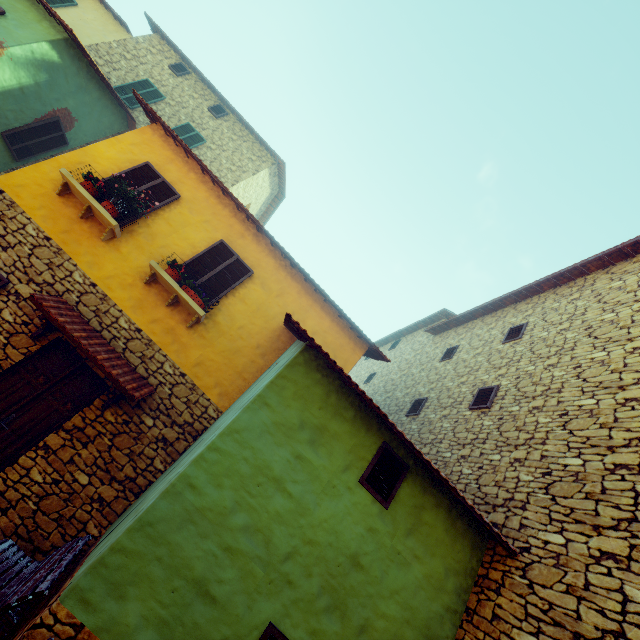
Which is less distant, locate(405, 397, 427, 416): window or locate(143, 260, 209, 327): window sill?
locate(143, 260, 209, 327): window sill

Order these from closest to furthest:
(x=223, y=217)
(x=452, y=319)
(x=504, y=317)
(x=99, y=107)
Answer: (x=223, y=217)
(x=504, y=317)
(x=99, y=107)
(x=452, y=319)

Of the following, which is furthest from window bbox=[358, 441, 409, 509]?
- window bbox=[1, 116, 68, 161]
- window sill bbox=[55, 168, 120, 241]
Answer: window bbox=[1, 116, 68, 161]

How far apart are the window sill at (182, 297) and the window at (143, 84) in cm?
1025

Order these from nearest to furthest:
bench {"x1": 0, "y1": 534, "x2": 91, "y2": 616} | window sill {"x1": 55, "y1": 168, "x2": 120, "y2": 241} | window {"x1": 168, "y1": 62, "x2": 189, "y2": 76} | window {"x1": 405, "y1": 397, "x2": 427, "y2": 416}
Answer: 1. bench {"x1": 0, "y1": 534, "x2": 91, "y2": 616}
2. window sill {"x1": 55, "y1": 168, "x2": 120, "y2": 241}
3. window {"x1": 405, "y1": 397, "x2": 427, "y2": 416}
4. window {"x1": 168, "y1": 62, "x2": 189, "y2": 76}

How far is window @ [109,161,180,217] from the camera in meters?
7.2

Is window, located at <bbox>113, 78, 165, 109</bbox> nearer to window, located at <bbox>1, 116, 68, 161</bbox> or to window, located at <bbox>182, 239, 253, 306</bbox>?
window, located at <bbox>1, 116, 68, 161</bbox>

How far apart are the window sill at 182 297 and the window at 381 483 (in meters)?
4.24
